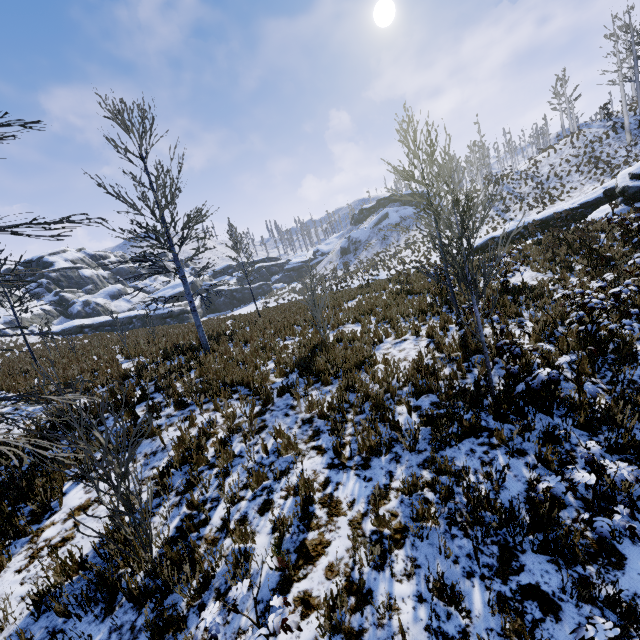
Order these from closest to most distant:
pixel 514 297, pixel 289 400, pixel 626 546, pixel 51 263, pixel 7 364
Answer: pixel 626 546 < pixel 289 400 < pixel 514 297 < pixel 7 364 < pixel 51 263

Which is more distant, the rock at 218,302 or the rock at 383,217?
the rock at 383,217

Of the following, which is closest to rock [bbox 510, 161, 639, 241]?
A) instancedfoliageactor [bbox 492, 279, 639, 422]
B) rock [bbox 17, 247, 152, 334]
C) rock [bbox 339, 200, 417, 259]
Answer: instancedfoliageactor [bbox 492, 279, 639, 422]

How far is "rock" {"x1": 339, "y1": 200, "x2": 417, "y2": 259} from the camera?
54.72m

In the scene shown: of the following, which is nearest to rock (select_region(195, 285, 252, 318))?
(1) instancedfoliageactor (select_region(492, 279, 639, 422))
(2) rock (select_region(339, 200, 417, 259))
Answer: (2) rock (select_region(339, 200, 417, 259))

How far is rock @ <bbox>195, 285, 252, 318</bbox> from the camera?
53.9 meters

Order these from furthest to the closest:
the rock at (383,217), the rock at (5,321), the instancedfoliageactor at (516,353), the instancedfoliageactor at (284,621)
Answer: the rock at (383,217), the rock at (5,321), the instancedfoliageactor at (516,353), the instancedfoliageactor at (284,621)

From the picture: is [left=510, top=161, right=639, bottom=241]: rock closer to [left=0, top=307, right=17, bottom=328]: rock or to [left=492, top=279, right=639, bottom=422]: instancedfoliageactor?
[left=492, top=279, right=639, bottom=422]: instancedfoliageactor
